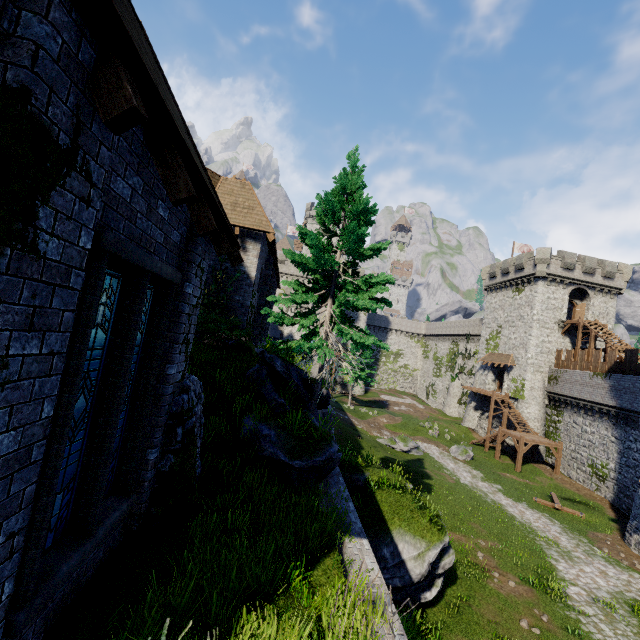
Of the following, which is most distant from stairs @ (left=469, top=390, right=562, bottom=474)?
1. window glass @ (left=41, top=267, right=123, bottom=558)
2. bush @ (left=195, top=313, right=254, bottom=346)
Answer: window glass @ (left=41, top=267, right=123, bottom=558)

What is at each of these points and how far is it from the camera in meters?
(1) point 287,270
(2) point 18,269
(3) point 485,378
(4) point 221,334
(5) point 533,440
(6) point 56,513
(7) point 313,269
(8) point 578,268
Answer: (1) building tower, 59.6 m
(2) building, 2.2 m
(3) building, 42.6 m
(4) bush, 13.3 m
(5) stairs, 29.5 m
(6) window glass, 3.7 m
(7) tree, 12.2 m
(8) building, 36.1 m

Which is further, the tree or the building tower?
the building tower

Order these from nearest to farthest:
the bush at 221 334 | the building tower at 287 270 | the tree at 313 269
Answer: the tree at 313 269, the bush at 221 334, the building tower at 287 270

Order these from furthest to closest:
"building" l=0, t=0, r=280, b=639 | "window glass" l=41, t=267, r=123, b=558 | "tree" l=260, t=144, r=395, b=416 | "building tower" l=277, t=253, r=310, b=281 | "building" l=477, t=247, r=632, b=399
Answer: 1. "building tower" l=277, t=253, r=310, b=281
2. "building" l=477, t=247, r=632, b=399
3. "tree" l=260, t=144, r=395, b=416
4. "window glass" l=41, t=267, r=123, b=558
5. "building" l=0, t=0, r=280, b=639

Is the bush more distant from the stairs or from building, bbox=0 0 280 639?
the stairs

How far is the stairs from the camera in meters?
29.5

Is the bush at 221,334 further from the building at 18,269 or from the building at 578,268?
the building at 578,268
